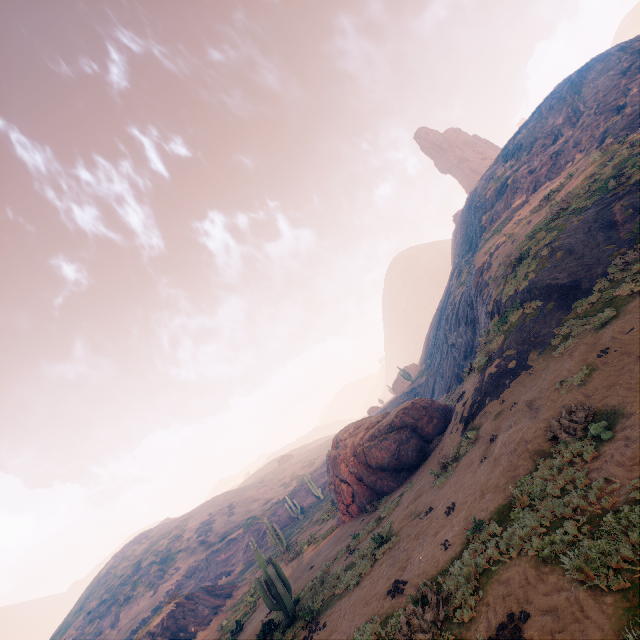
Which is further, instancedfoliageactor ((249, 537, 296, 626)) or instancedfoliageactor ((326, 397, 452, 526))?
instancedfoliageactor ((326, 397, 452, 526))

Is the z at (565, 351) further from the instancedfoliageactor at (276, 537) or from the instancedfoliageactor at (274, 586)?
the instancedfoliageactor at (276, 537)

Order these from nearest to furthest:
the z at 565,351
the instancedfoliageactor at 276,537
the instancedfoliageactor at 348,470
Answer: the z at 565,351
the instancedfoliageactor at 348,470
the instancedfoliageactor at 276,537

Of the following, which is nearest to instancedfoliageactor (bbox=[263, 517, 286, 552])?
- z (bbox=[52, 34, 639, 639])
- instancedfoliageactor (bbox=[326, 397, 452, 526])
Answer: z (bbox=[52, 34, 639, 639])

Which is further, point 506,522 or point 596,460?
point 506,522

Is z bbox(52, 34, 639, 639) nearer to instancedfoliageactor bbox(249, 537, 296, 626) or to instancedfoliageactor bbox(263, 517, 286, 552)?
instancedfoliageactor bbox(249, 537, 296, 626)

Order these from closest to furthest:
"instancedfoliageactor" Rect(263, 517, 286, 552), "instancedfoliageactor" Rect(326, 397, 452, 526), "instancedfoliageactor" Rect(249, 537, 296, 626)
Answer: "instancedfoliageactor" Rect(249, 537, 296, 626) < "instancedfoliageactor" Rect(326, 397, 452, 526) < "instancedfoliageactor" Rect(263, 517, 286, 552)
